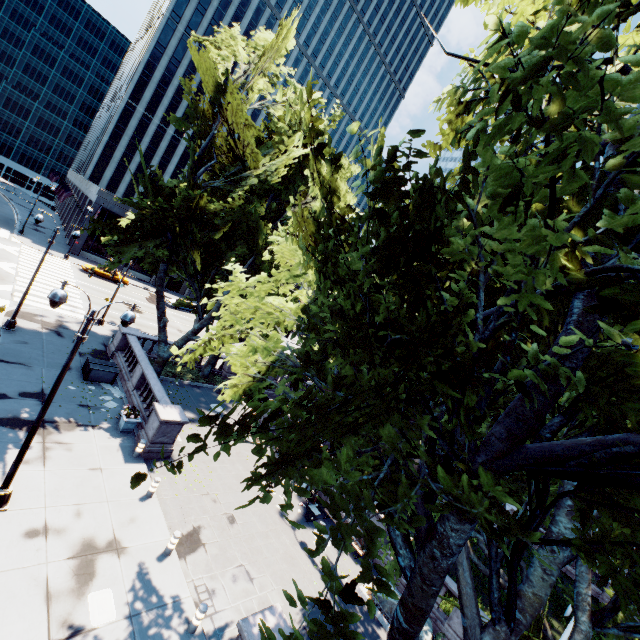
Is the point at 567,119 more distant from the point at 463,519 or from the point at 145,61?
the point at 145,61

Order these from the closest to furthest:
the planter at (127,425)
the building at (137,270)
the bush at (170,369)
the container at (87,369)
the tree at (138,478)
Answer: the tree at (138,478) < the planter at (127,425) < the container at (87,369) < the bush at (170,369) < the building at (137,270)

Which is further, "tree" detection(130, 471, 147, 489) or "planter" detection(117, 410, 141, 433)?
"planter" detection(117, 410, 141, 433)

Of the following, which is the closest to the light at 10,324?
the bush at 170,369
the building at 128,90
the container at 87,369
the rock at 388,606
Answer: the container at 87,369

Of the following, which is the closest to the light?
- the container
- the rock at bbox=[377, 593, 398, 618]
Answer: the container

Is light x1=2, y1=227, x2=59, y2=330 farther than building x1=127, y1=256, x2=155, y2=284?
No

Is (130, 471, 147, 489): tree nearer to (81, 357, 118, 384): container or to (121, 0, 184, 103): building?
(81, 357, 118, 384): container
